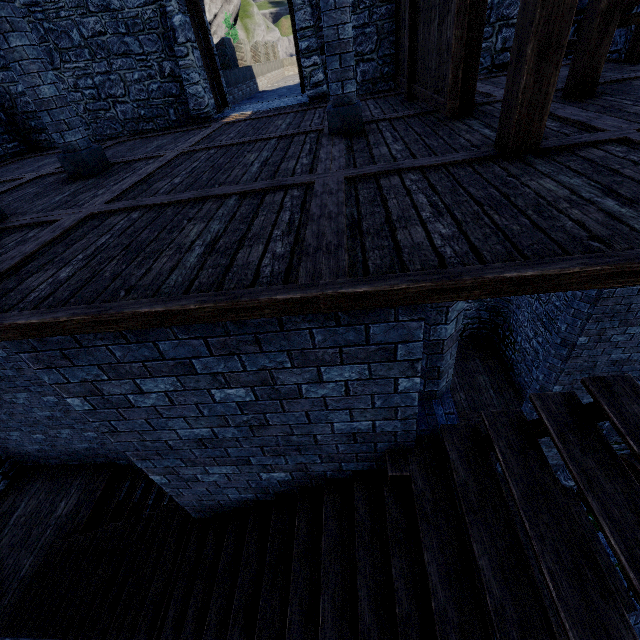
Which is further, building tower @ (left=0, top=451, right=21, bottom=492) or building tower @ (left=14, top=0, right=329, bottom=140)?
building tower @ (left=0, top=451, right=21, bottom=492)

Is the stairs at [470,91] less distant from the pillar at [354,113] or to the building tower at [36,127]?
the building tower at [36,127]

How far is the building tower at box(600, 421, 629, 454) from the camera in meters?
7.6 m

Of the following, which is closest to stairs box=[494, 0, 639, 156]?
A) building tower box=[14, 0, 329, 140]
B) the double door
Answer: building tower box=[14, 0, 329, 140]

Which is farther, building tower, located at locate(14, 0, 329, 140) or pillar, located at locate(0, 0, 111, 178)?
building tower, located at locate(14, 0, 329, 140)

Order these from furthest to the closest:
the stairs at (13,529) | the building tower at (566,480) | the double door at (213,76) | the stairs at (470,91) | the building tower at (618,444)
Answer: the building tower at (566,480)
the double door at (213,76)
the building tower at (618,444)
the stairs at (470,91)
the stairs at (13,529)

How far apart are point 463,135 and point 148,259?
4.0 meters
